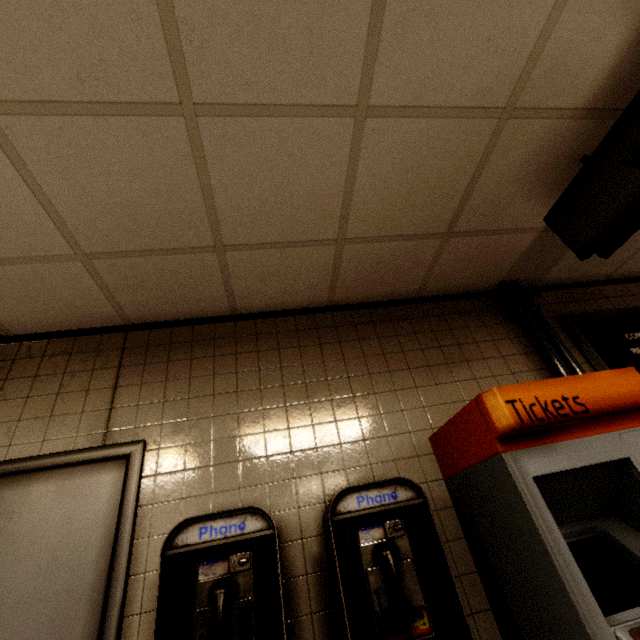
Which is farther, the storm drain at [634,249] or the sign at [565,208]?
the storm drain at [634,249]

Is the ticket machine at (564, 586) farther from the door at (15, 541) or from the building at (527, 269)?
the door at (15, 541)

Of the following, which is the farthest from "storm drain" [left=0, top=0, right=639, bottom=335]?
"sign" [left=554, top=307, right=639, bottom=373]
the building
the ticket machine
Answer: the ticket machine

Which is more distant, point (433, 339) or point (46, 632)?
point (433, 339)

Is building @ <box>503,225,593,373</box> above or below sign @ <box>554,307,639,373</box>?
above

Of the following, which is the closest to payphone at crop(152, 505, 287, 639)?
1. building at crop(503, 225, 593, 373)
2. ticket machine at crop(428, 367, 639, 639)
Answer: ticket machine at crop(428, 367, 639, 639)

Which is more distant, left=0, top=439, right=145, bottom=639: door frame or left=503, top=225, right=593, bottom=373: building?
left=503, top=225, right=593, bottom=373: building

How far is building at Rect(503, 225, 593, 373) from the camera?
2.41m
